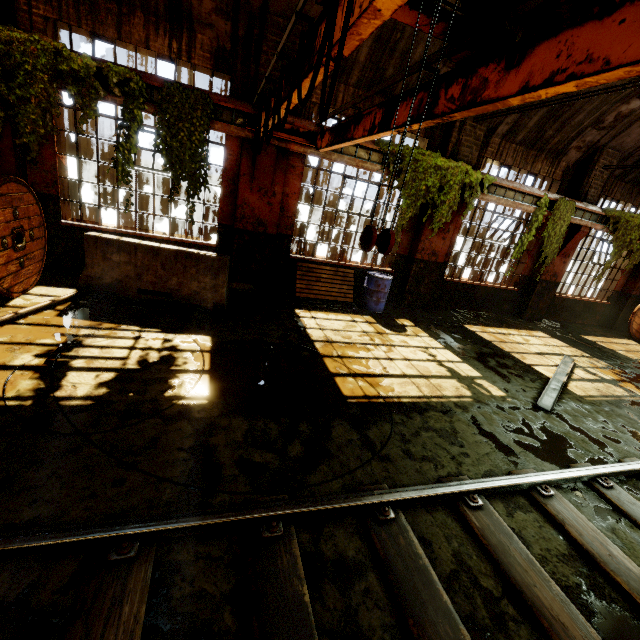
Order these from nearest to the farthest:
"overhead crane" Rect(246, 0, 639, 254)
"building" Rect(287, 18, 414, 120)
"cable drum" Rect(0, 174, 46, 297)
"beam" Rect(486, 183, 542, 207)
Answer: "overhead crane" Rect(246, 0, 639, 254)
"building" Rect(287, 18, 414, 120)
"cable drum" Rect(0, 174, 46, 297)
"beam" Rect(486, 183, 542, 207)

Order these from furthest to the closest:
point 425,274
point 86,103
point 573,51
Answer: point 425,274, point 86,103, point 573,51

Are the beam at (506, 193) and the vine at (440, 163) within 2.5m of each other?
yes

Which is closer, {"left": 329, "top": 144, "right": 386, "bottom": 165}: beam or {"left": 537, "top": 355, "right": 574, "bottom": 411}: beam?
{"left": 537, "top": 355, "right": 574, "bottom": 411}: beam

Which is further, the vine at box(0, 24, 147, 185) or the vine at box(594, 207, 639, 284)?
the vine at box(594, 207, 639, 284)

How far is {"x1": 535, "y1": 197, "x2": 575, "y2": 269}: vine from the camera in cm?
936

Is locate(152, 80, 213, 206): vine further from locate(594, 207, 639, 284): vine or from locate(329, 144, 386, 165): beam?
locate(594, 207, 639, 284): vine

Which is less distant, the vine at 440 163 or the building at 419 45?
the building at 419 45
